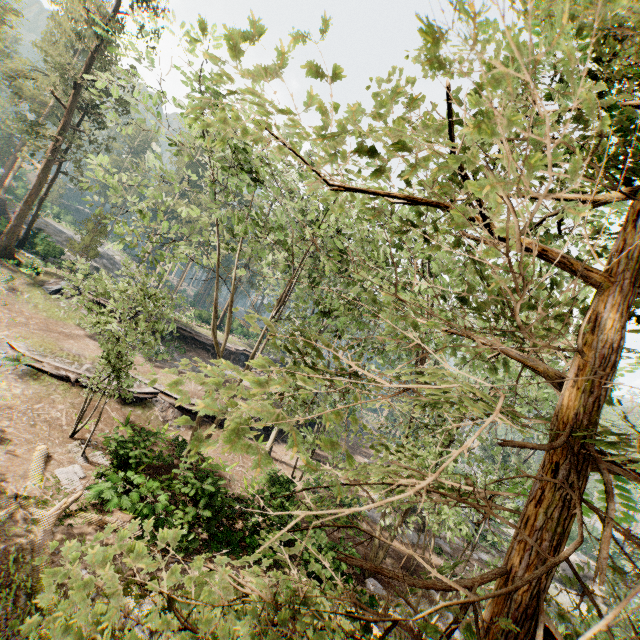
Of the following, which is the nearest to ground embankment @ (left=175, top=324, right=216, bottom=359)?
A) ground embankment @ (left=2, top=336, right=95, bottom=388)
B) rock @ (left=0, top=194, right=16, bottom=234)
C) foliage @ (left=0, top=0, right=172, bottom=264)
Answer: foliage @ (left=0, top=0, right=172, bottom=264)

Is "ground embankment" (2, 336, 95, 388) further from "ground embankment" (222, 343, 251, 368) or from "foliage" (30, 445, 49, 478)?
"ground embankment" (222, 343, 251, 368)

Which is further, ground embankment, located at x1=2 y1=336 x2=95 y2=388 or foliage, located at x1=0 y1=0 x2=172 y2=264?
ground embankment, located at x1=2 y1=336 x2=95 y2=388

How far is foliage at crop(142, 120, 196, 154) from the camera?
11.58m

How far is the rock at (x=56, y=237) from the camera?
34.7m

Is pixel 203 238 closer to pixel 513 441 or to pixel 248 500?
pixel 248 500

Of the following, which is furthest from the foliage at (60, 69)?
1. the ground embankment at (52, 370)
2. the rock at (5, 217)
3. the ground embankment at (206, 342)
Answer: the ground embankment at (206, 342)
